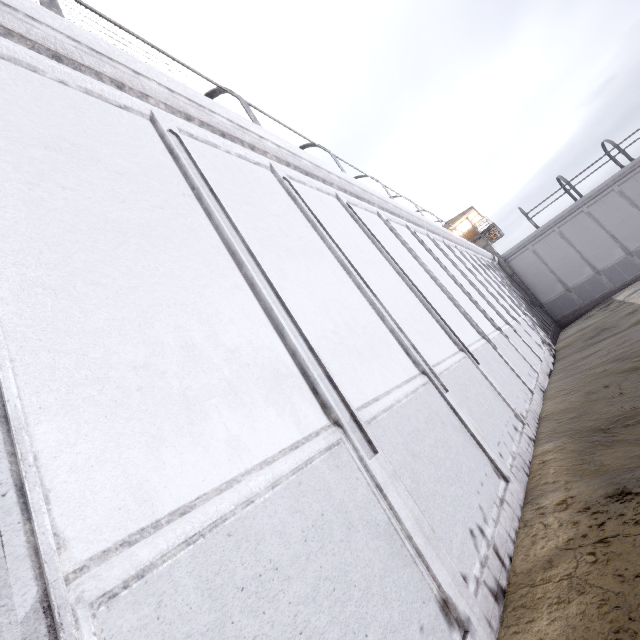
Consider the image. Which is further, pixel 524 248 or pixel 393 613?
pixel 524 248
